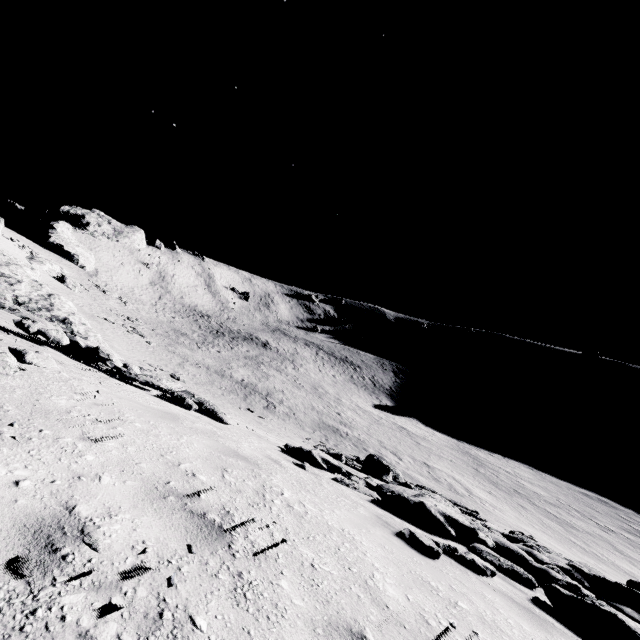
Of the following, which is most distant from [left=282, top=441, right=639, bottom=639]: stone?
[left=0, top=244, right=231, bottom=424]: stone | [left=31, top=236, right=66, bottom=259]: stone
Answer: [left=31, top=236, right=66, bottom=259]: stone

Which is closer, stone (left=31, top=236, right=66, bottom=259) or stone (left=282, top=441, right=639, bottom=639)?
stone (left=282, top=441, right=639, bottom=639)

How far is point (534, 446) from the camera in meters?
57.3

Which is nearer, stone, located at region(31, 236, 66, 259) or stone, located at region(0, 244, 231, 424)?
stone, located at region(0, 244, 231, 424)

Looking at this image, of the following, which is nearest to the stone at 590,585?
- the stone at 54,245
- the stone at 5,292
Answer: the stone at 5,292

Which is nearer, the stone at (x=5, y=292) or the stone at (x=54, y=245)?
the stone at (x=5, y=292)

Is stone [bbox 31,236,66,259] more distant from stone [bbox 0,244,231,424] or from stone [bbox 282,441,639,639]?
stone [bbox 282,441,639,639]
